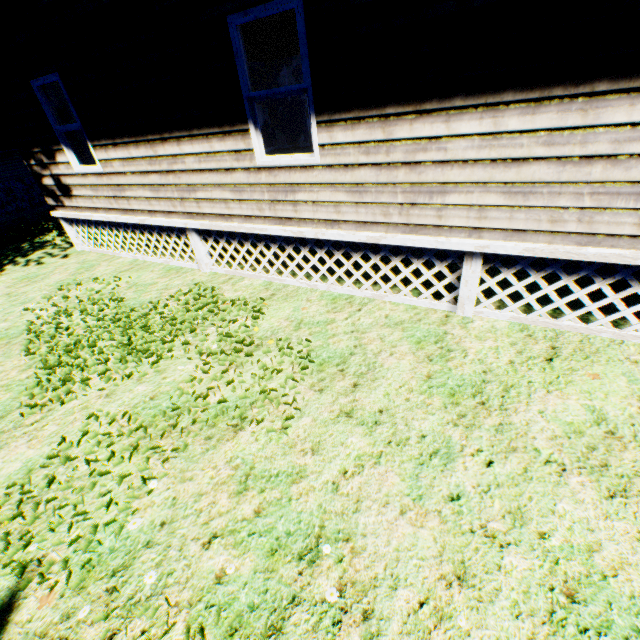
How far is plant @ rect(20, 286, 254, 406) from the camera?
4.3m

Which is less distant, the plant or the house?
the house

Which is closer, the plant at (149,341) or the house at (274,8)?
the house at (274,8)

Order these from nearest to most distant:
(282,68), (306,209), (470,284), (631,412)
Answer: (631,412) < (470,284) < (306,209) < (282,68)

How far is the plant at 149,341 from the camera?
4.3 meters

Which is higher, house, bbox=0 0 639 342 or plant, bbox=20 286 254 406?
house, bbox=0 0 639 342
